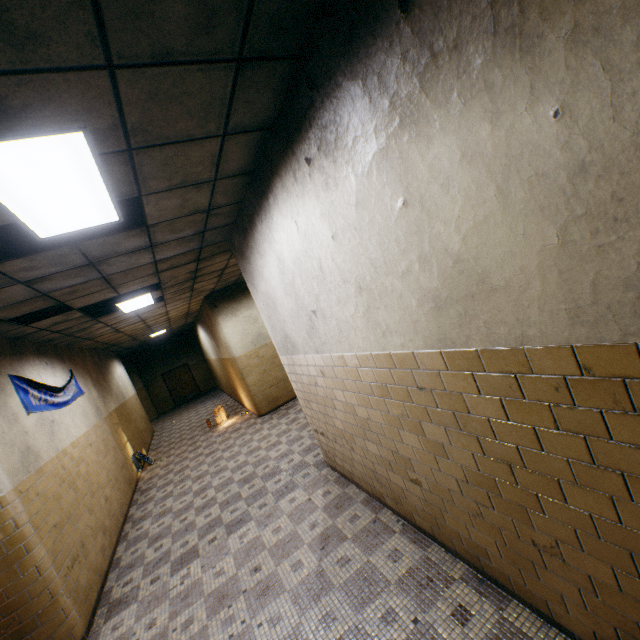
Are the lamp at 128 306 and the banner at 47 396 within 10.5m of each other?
yes

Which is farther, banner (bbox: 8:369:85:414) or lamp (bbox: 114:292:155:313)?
lamp (bbox: 114:292:155:313)

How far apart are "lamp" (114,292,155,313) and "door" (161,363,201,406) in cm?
1364

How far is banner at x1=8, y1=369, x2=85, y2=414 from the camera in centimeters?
481cm

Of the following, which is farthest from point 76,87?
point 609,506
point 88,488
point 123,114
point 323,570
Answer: point 88,488

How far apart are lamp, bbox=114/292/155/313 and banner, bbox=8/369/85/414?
1.67m

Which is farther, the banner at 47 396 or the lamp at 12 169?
the banner at 47 396

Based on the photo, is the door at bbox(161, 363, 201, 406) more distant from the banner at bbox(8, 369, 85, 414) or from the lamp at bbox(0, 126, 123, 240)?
the lamp at bbox(0, 126, 123, 240)
